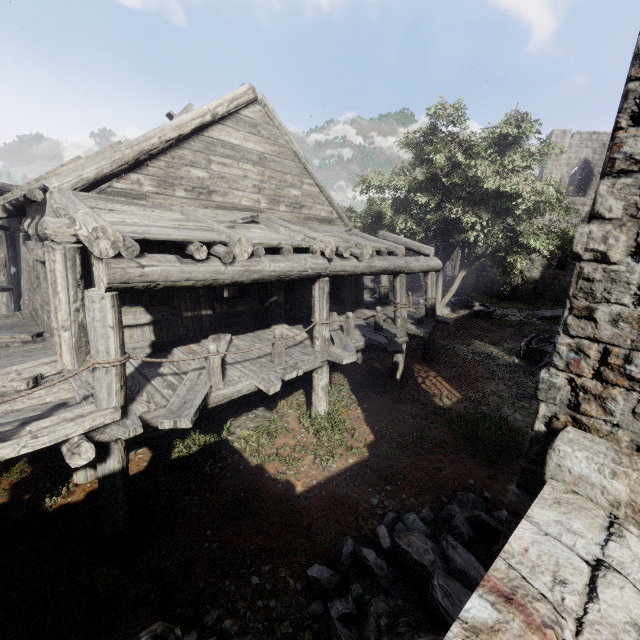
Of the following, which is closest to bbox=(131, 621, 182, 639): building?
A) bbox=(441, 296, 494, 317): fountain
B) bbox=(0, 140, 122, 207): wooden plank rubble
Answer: bbox=(0, 140, 122, 207): wooden plank rubble

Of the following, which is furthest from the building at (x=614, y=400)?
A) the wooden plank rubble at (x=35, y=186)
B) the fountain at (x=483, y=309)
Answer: the fountain at (x=483, y=309)

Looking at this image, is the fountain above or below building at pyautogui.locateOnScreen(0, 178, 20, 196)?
below

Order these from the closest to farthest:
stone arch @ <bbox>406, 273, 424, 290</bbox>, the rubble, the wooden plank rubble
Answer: the rubble → the wooden plank rubble → stone arch @ <bbox>406, 273, 424, 290</bbox>

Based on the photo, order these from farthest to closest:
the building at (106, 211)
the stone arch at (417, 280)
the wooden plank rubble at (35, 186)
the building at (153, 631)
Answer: the stone arch at (417, 280) < the wooden plank rubble at (35, 186) < the building at (106, 211) < the building at (153, 631)

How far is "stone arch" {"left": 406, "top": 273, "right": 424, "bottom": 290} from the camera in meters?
32.6

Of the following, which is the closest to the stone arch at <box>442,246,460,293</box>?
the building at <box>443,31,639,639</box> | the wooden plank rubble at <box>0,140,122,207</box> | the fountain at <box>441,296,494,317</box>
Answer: the building at <box>443,31,639,639</box>

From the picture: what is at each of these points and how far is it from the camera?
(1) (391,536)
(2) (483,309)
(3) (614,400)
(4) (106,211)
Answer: (1) rubble, 4.8 meters
(2) fountain, 22.7 meters
(3) building, 2.7 meters
(4) building, 5.7 meters
